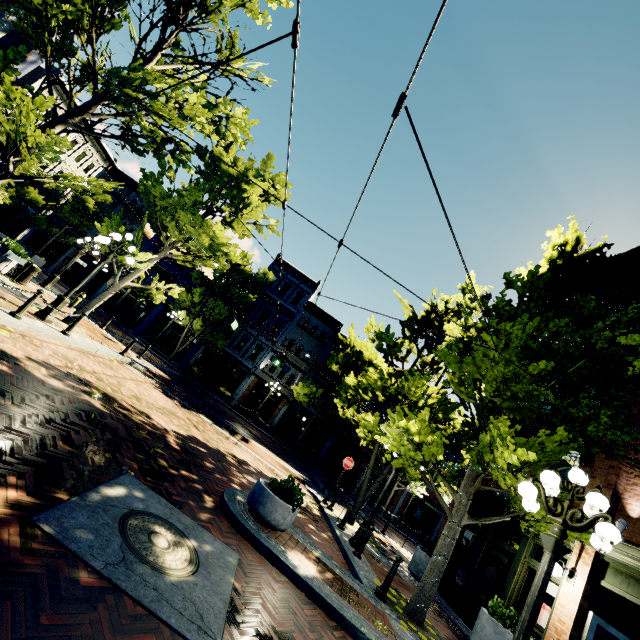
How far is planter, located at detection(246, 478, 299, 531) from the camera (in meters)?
6.02

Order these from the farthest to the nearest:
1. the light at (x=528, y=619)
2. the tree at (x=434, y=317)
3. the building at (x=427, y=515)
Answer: the building at (x=427, y=515) → the tree at (x=434, y=317) → the light at (x=528, y=619)

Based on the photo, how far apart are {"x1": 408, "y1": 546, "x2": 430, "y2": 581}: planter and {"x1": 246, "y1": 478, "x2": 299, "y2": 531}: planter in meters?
7.3 m

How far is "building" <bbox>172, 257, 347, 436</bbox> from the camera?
29.0 meters

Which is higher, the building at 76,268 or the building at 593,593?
the building at 593,593

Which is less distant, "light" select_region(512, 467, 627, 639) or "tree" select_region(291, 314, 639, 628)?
"light" select_region(512, 467, 627, 639)

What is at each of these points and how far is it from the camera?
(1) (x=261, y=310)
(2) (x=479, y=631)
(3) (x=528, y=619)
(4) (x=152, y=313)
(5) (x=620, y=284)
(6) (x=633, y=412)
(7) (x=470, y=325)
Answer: (1) building, 31.8m
(2) planter, 7.7m
(3) light, 4.2m
(4) building, 29.3m
(5) building, 12.3m
(6) building, 8.6m
(7) tree, 9.3m

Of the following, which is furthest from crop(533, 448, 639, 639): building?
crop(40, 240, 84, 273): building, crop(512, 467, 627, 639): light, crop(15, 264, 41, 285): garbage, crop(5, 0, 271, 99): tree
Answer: crop(40, 240, 84, 273): building
